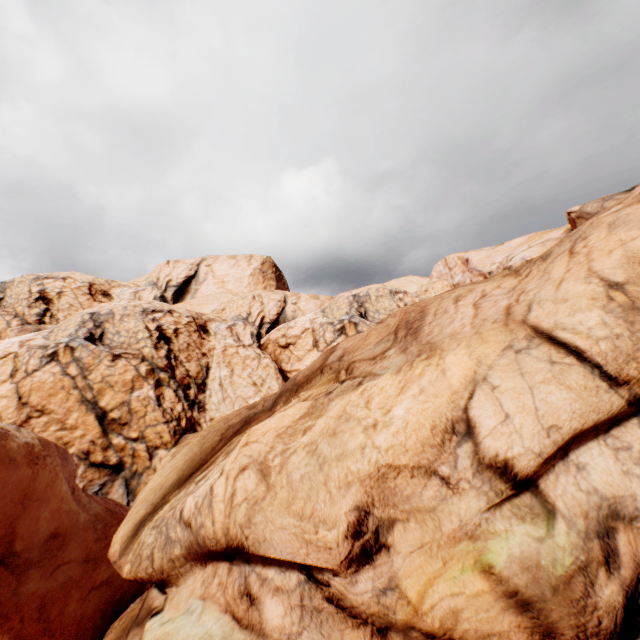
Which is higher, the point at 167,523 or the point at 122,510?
the point at 167,523
